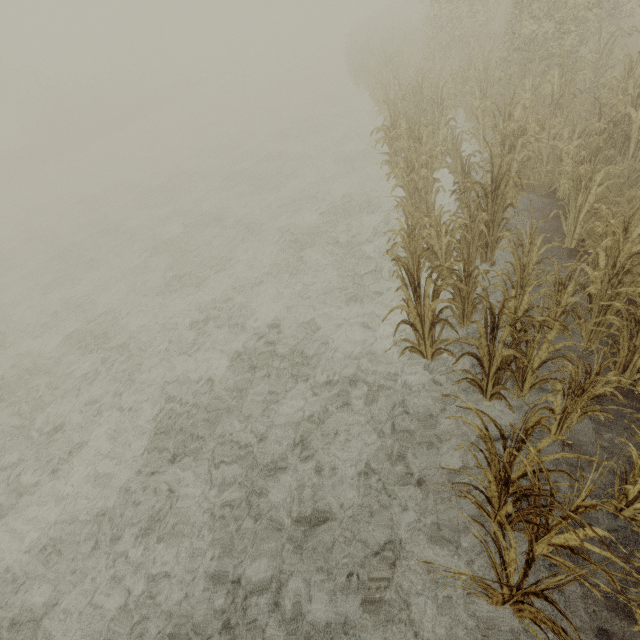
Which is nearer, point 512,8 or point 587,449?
point 587,449
